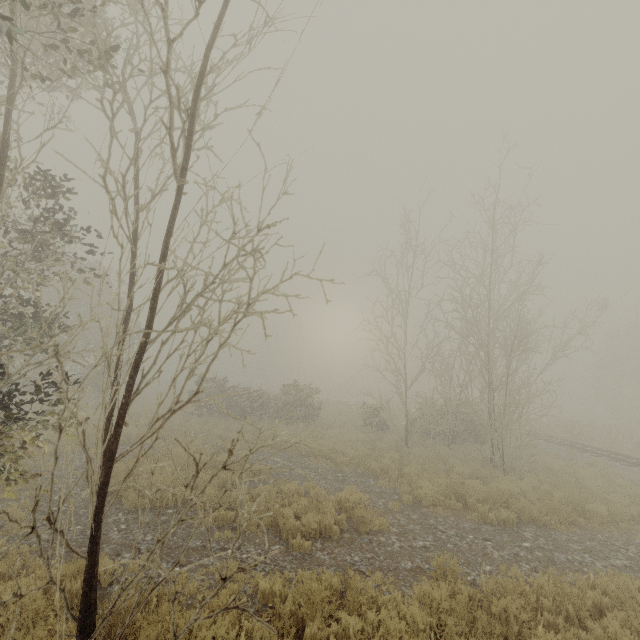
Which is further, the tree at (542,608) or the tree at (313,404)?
the tree at (542,608)

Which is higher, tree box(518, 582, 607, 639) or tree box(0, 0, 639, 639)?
tree box(0, 0, 639, 639)

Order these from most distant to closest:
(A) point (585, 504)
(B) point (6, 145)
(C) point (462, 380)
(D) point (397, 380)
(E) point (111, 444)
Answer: (D) point (397, 380) < (C) point (462, 380) < (A) point (585, 504) < (B) point (6, 145) < (E) point (111, 444)

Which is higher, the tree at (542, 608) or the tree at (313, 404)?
the tree at (313, 404)

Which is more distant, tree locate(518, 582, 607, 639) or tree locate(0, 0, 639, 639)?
tree locate(518, 582, 607, 639)
